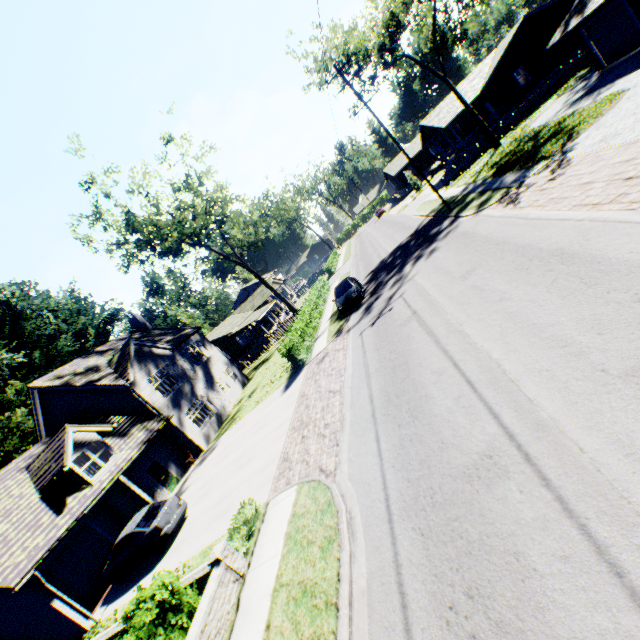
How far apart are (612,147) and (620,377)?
10.9m

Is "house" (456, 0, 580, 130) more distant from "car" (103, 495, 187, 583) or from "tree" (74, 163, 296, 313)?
"car" (103, 495, 187, 583)

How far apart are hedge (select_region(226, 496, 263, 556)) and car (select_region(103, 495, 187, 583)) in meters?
5.4

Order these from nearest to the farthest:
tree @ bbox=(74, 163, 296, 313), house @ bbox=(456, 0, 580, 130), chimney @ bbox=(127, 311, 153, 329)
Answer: tree @ bbox=(74, 163, 296, 313) → house @ bbox=(456, 0, 580, 130) → chimney @ bbox=(127, 311, 153, 329)

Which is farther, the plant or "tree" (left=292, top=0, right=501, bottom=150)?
the plant

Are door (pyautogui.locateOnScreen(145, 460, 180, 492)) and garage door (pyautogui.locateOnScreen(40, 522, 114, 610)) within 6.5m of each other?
yes

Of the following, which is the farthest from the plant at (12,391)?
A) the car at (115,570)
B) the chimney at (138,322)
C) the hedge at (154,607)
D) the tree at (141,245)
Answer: the hedge at (154,607)

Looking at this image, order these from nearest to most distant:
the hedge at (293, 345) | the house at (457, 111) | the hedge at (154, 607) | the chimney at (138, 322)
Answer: the hedge at (154, 607) → the hedge at (293, 345) → the chimney at (138, 322) → the house at (457, 111)
